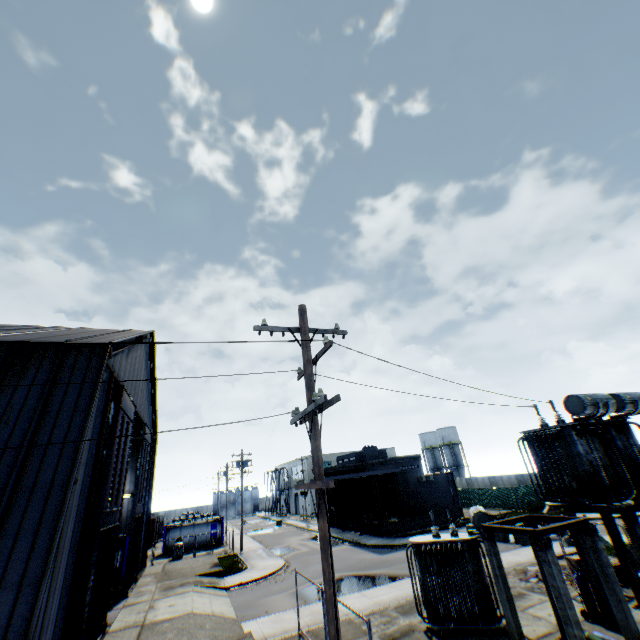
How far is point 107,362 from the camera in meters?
13.3 m

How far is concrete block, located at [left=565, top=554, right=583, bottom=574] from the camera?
15.7m

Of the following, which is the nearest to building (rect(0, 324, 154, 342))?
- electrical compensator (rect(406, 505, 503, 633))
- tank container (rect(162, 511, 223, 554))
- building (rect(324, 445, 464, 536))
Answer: tank container (rect(162, 511, 223, 554))

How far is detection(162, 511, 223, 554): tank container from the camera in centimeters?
3797cm

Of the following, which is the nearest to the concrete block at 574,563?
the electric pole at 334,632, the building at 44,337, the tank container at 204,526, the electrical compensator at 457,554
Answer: the electrical compensator at 457,554

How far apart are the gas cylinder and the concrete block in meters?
4.2

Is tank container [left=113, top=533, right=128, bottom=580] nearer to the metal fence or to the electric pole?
the metal fence

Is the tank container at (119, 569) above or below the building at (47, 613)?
below
